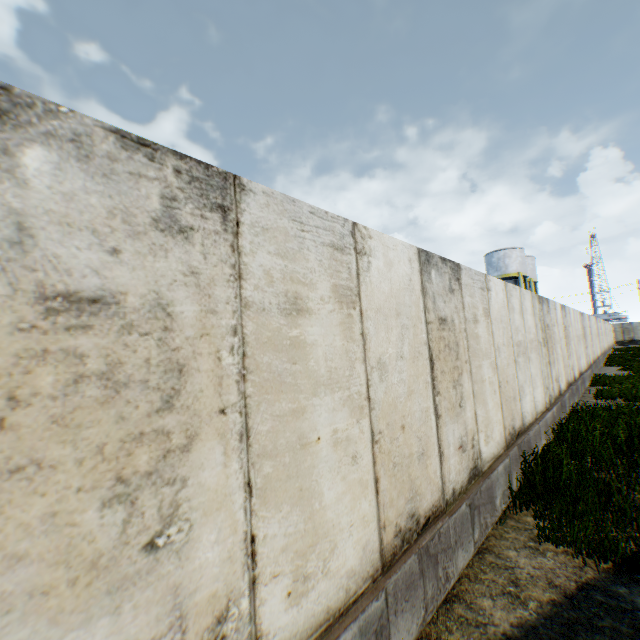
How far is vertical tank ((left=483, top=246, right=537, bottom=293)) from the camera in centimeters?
3562cm

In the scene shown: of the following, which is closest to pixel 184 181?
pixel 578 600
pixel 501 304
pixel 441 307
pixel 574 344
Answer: pixel 441 307

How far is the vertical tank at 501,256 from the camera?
35.6m
